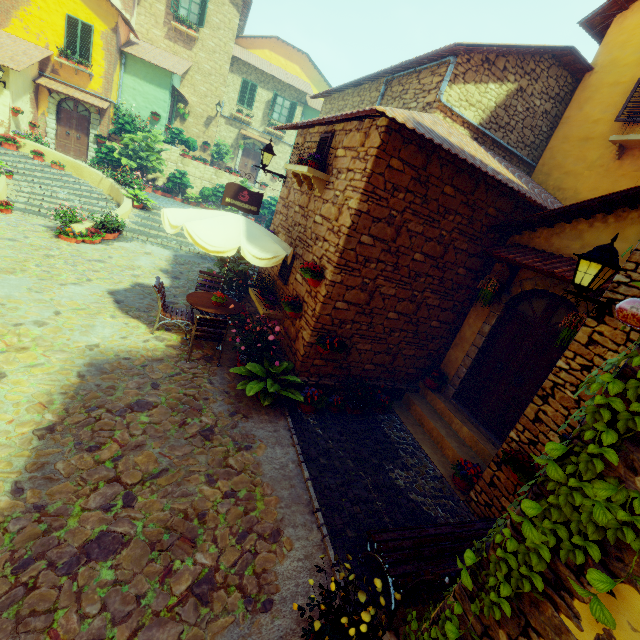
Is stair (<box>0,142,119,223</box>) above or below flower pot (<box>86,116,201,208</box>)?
below

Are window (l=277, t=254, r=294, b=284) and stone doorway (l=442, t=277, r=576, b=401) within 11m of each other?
yes

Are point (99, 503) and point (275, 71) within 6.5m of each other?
no

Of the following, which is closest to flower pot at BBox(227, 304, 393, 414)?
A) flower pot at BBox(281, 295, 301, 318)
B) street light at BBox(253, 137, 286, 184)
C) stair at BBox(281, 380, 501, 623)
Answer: stair at BBox(281, 380, 501, 623)

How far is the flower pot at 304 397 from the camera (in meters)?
5.56

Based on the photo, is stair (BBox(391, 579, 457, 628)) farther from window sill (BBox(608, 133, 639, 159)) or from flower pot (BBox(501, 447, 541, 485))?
window sill (BBox(608, 133, 639, 159))

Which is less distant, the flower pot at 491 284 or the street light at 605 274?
the street light at 605 274

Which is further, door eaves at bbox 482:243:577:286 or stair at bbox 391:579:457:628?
door eaves at bbox 482:243:577:286
